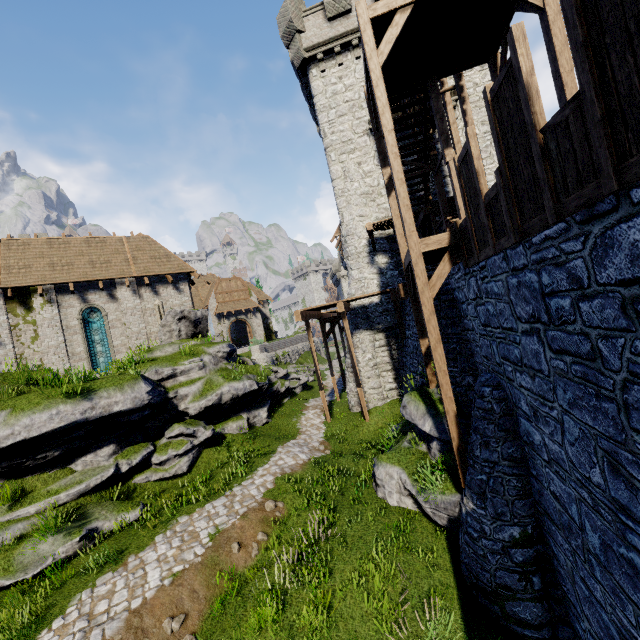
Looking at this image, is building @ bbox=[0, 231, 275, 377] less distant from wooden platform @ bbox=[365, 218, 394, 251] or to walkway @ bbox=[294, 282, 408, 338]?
walkway @ bbox=[294, 282, 408, 338]

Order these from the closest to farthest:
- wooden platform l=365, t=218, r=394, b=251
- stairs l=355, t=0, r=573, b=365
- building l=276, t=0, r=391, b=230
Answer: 1. stairs l=355, t=0, r=573, b=365
2. wooden platform l=365, t=218, r=394, b=251
3. building l=276, t=0, r=391, b=230

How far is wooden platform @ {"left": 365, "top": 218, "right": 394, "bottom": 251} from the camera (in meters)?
15.41

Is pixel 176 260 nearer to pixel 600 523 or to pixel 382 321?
pixel 382 321

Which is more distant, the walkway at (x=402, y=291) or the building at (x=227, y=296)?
the building at (x=227, y=296)

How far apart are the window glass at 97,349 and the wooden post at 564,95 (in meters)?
21.92

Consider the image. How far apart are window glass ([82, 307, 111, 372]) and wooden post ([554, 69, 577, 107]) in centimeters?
2192cm

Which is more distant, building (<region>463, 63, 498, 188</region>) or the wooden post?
building (<region>463, 63, 498, 188</region>)
